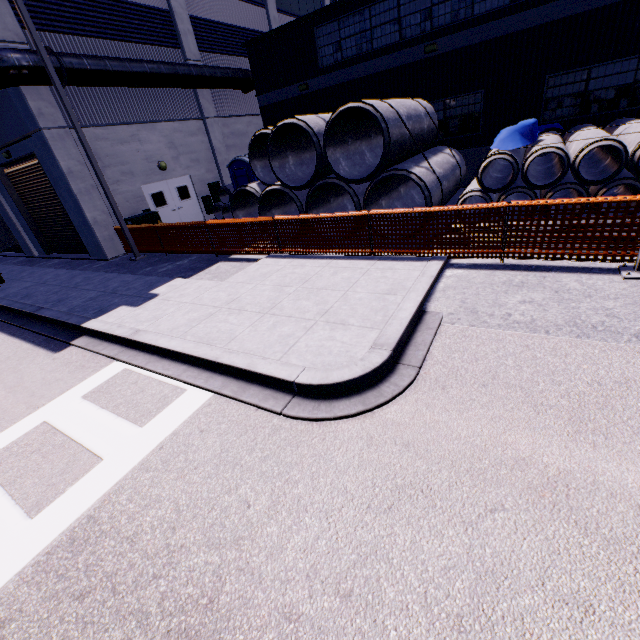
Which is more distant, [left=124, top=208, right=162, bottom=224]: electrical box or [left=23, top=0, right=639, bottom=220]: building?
[left=124, top=208, right=162, bottom=224]: electrical box

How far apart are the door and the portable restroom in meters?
3.0

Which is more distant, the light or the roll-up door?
the roll-up door

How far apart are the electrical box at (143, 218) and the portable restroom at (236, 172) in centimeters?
372cm

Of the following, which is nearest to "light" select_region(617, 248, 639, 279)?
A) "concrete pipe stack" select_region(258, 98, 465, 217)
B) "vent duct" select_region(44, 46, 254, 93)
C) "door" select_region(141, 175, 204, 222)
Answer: "concrete pipe stack" select_region(258, 98, 465, 217)

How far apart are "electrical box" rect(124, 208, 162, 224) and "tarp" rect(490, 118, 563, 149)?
13.3m

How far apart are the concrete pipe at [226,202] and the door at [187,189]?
4.9 meters

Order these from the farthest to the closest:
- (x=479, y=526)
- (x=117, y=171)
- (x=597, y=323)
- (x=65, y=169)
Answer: (x=117, y=171) < (x=65, y=169) < (x=597, y=323) < (x=479, y=526)
